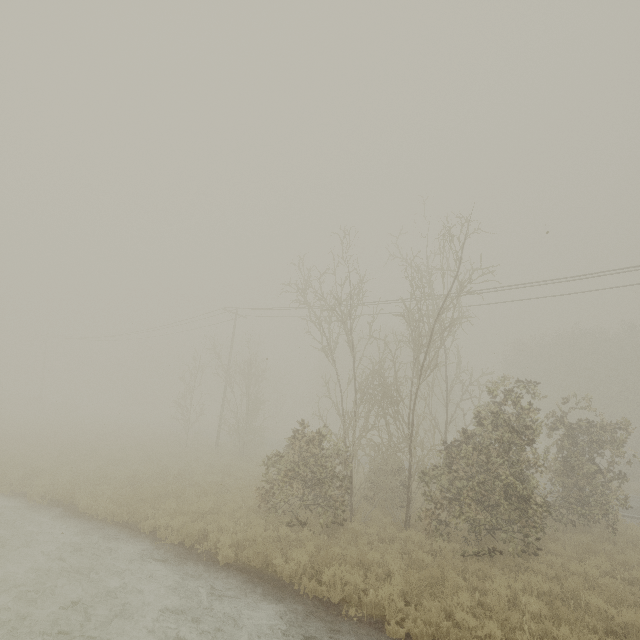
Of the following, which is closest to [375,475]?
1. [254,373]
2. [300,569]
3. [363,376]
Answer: [300,569]

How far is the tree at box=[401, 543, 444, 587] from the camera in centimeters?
787cm

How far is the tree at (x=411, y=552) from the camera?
7.9 meters
